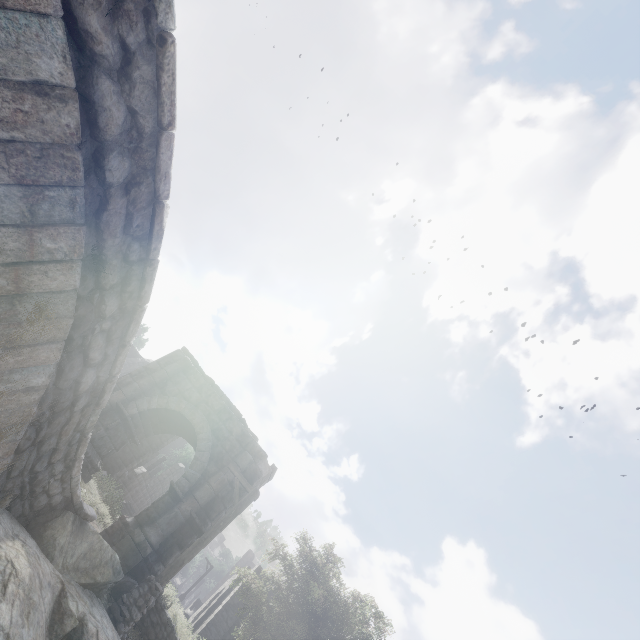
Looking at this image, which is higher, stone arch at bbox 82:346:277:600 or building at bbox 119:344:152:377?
building at bbox 119:344:152:377

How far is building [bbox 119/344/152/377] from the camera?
30.9 meters

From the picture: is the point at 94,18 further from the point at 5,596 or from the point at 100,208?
the point at 5,596

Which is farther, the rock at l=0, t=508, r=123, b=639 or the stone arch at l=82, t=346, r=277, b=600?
the stone arch at l=82, t=346, r=277, b=600

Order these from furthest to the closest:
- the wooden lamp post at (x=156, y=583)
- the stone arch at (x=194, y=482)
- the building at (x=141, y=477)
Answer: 1. the building at (x=141, y=477)
2. the stone arch at (x=194, y=482)
3. the wooden lamp post at (x=156, y=583)

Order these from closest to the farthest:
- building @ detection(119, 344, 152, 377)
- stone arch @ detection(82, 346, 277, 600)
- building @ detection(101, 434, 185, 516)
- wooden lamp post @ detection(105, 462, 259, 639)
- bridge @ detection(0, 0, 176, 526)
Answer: bridge @ detection(0, 0, 176, 526) < wooden lamp post @ detection(105, 462, 259, 639) < stone arch @ detection(82, 346, 277, 600) < building @ detection(101, 434, 185, 516) < building @ detection(119, 344, 152, 377)

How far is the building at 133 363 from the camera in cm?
3094

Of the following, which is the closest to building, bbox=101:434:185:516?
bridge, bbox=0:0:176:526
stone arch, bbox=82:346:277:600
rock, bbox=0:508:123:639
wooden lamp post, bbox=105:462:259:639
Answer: stone arch, bbox=82:346:277:600
